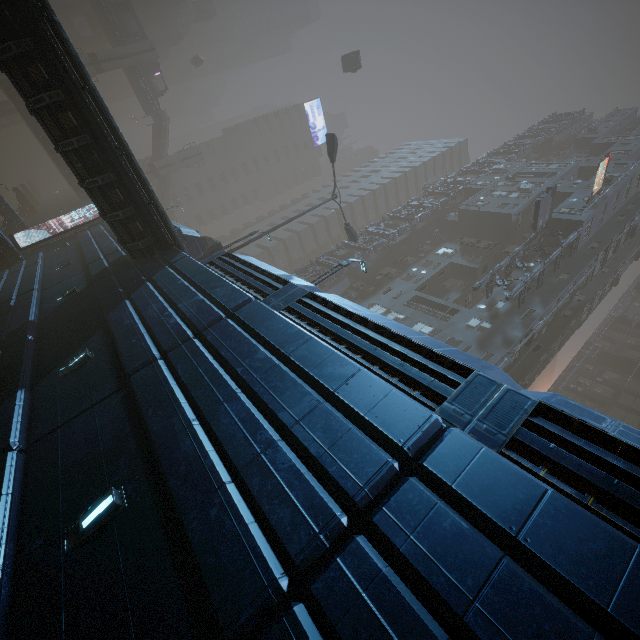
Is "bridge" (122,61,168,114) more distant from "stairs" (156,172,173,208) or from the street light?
the street light

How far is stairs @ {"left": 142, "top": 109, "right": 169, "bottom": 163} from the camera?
51.5 meters

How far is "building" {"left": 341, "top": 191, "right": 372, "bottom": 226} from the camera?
57.3 meters

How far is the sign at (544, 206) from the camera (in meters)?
27.33

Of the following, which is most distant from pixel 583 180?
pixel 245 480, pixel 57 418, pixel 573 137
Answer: pixel 57 418

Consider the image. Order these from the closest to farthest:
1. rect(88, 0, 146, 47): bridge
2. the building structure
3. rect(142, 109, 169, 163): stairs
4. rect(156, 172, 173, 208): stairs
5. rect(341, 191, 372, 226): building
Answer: the building structure
rect(88, 0, 146, 47): bridge
rect(142, 109, 169, 163): stairs
rect(156, 172, 173, 208): stairs
rect(341, 191, 372, 226): building

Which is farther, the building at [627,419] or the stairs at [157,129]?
the stairs at [157,129]

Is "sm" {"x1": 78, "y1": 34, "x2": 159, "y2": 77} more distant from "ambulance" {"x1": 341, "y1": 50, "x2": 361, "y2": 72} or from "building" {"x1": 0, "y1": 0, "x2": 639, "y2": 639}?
"ambulance" {"x1": 341, "y1": 50, "x2": 361, "y2": 72}
